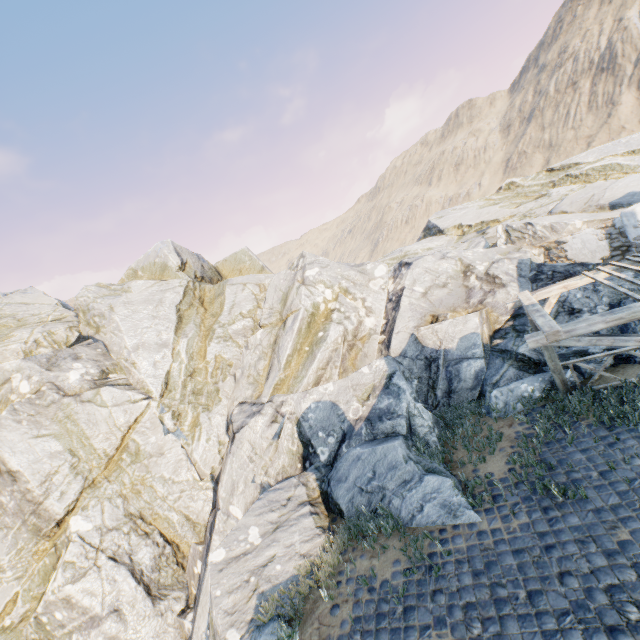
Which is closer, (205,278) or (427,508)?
(427,508)

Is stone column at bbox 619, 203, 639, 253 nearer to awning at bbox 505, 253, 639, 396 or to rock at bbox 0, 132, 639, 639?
rock at bbox 0, 132, 639, 639

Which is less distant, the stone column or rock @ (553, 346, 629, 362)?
rock @ (553, 346, 629, 362)

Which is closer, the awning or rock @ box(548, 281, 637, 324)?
the awning

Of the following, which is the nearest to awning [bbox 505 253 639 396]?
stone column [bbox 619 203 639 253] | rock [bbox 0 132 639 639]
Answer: rock [bbox 0 132 639 639]

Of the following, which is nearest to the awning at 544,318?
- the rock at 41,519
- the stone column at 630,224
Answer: the rock at 41,519
